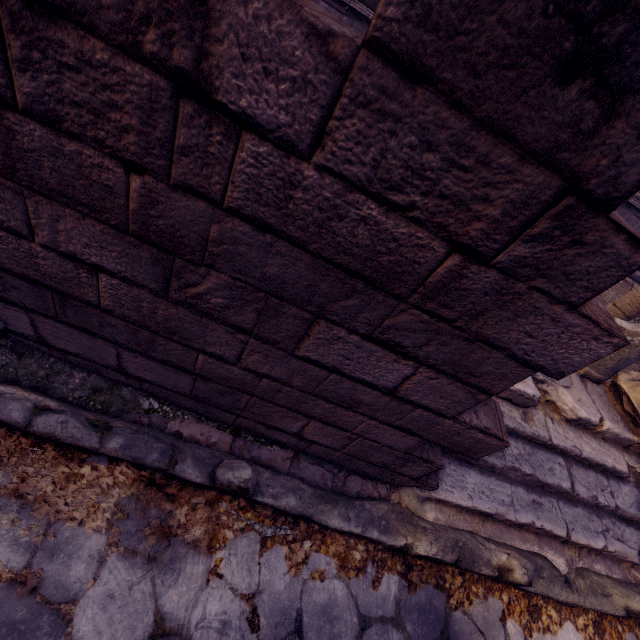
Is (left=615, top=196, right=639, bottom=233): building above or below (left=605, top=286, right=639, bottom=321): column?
above

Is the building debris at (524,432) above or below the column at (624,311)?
below

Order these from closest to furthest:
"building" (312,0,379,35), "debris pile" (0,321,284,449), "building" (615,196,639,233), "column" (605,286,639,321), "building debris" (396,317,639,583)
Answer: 1. "debris pile" (0,321,284,449)
2. "building debris" (396,317,639,583)
3. "column" (605,286,639,321)
4. "building" (312,0,379,35)
5. "building" (615,196,639,233)

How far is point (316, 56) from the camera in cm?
64

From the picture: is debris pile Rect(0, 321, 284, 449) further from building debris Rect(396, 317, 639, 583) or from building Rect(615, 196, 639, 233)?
building Rect(615, 196, 639, 233)

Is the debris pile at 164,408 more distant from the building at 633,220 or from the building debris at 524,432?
the building at 633,220

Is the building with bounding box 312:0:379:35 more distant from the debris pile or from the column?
the debris pile

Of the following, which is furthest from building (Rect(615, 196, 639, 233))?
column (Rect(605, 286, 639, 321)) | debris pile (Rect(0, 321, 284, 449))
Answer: debris pile (Rect(0, 321, 284, 449))
